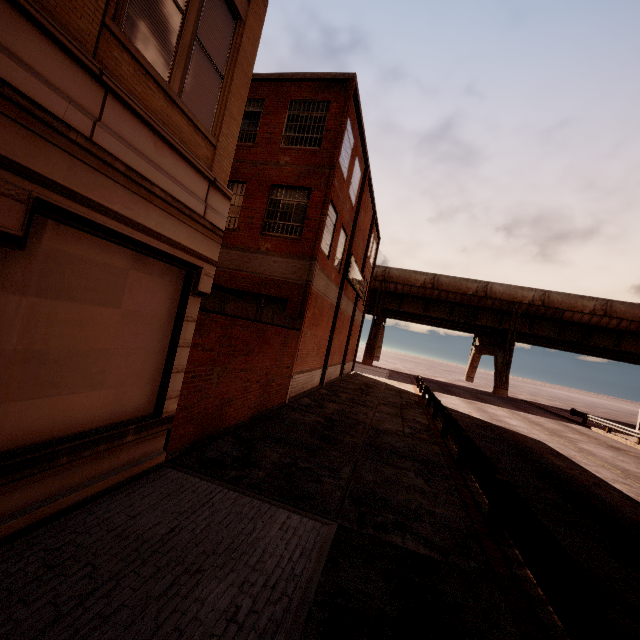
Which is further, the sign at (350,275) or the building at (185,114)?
the sign at (350,275)

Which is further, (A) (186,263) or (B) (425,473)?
(B) (425,473)

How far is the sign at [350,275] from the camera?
19.6 meters

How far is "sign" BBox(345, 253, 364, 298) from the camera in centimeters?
1956cm

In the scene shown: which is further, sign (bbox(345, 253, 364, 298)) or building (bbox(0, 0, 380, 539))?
sign (bbox(345, 253, 364, 298))
